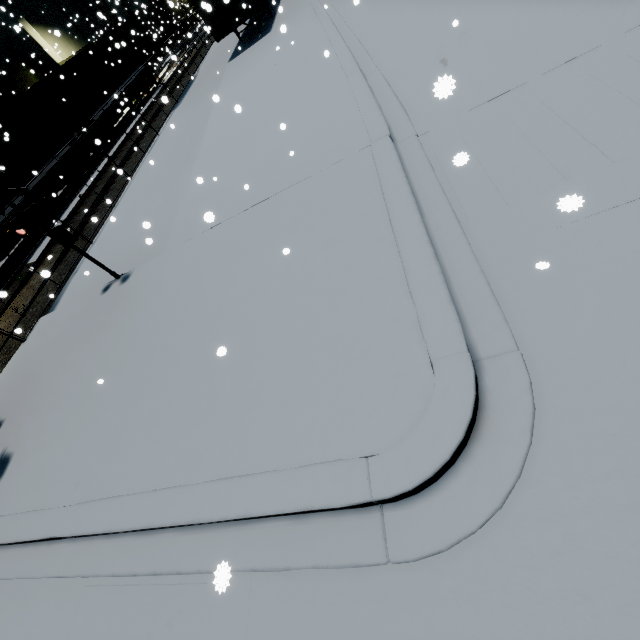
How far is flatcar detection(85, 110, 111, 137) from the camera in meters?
18.7 m

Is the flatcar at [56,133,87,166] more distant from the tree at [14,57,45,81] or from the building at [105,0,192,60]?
the tree at [14,57,45,81]

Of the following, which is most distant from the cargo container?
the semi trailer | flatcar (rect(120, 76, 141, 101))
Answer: the semi trailer

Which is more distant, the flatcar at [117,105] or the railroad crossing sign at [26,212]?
the flatcar at [117,105]

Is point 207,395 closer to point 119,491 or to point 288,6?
point 119,491

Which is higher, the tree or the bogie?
the tree

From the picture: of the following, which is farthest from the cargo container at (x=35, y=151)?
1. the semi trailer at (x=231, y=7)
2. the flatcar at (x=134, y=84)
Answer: the semi trailer at (x=231, y=7)

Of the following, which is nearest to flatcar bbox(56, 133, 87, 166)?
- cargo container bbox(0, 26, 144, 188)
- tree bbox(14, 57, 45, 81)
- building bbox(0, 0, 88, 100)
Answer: cargo container bbox(0, 26, 144, 188)
